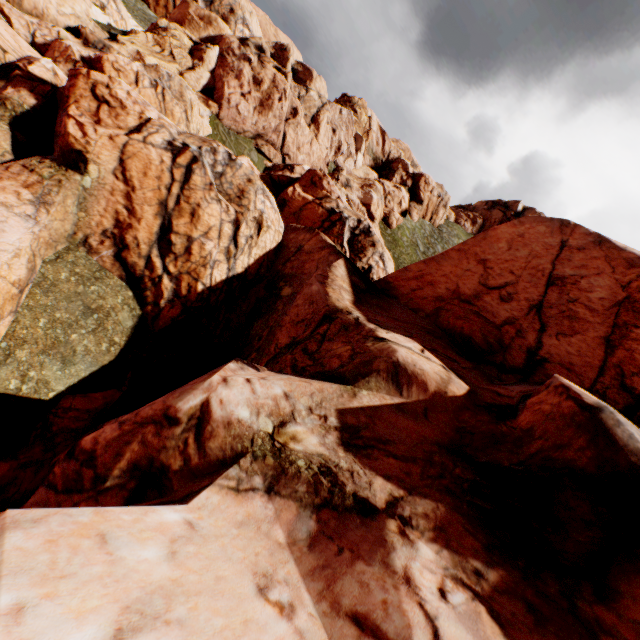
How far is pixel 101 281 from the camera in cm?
1379
